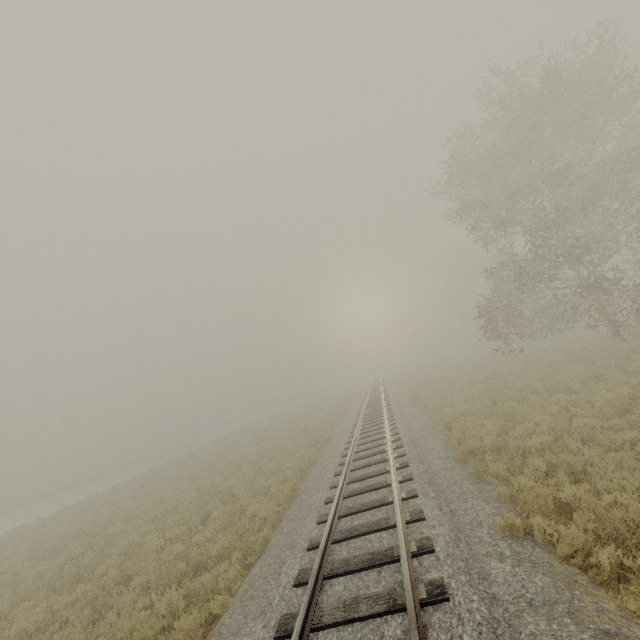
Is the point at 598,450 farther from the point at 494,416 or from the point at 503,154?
the point at 503,154
